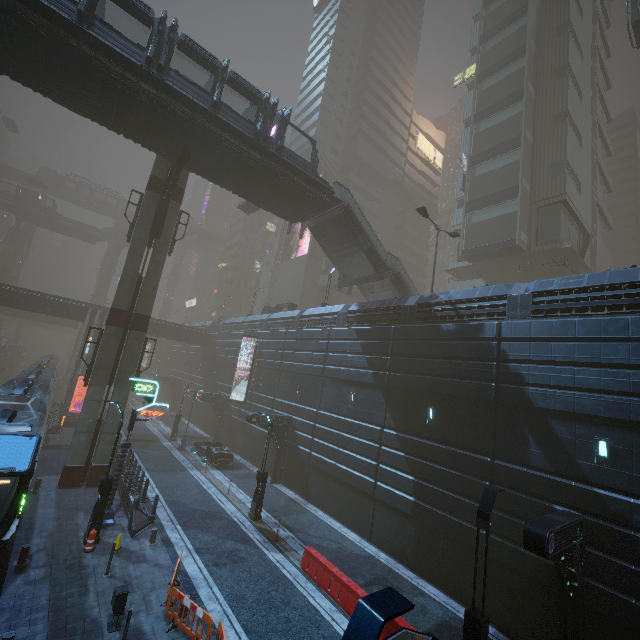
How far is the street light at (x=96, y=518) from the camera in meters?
13.0

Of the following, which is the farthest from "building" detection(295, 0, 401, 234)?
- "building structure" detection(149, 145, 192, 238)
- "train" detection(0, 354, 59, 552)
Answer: "building structure" detection(149, 145, 192, 238)

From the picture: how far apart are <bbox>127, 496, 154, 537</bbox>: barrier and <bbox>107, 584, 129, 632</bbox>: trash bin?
4.84m

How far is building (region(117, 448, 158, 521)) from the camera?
15.5m

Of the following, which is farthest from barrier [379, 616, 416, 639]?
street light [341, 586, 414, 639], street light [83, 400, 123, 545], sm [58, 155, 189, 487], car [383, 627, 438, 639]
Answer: sm [58, 155, 189, 487]

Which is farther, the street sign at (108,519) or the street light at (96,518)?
the street sign at (108,519)

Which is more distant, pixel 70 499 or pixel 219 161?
pixel 219 161

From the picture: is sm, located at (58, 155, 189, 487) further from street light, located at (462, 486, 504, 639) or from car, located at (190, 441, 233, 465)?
street light, located at (462, 486, 504, 639)
